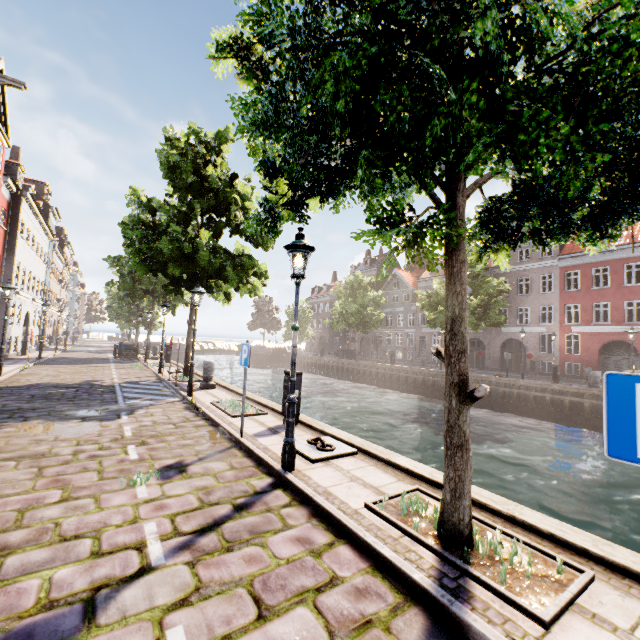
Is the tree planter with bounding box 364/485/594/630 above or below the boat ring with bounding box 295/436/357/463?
below

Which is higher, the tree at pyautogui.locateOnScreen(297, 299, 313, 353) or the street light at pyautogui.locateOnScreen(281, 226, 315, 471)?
the tree at pyautogui.locateOnScreen(297, 299, 313, 353)

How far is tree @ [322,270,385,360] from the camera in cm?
3650

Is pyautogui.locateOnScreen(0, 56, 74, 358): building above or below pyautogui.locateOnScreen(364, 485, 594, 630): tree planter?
above

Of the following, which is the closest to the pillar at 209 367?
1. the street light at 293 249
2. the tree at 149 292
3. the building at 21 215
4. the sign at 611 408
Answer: the tree at 149 292

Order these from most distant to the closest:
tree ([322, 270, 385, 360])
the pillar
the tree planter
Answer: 1. tree ([322, 270, 385, 360])
2. the pillar
3. the tree planter

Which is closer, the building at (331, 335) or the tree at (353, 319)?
the tree at (353, 319)

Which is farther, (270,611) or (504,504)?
(504,504)
